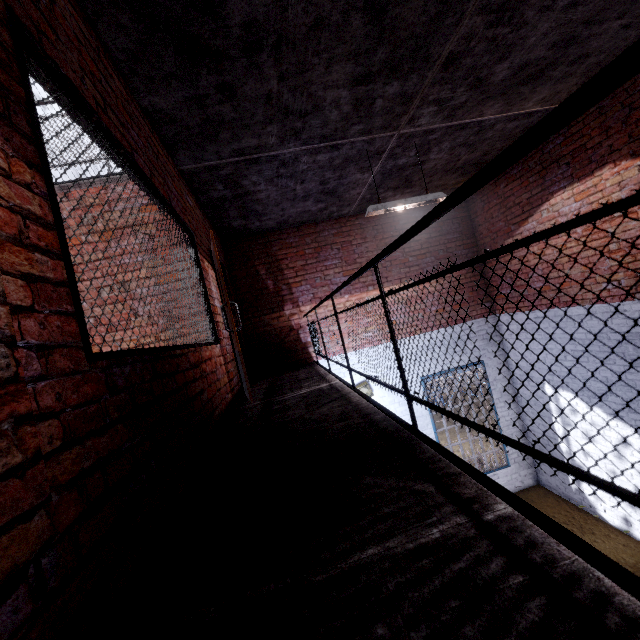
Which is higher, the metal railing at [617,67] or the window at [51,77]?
the window at [51,77]

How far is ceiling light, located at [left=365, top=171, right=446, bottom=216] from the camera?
4.45m

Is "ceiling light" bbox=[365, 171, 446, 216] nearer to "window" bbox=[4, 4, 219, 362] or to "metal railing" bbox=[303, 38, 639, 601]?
"metal railing" bbox=[303, 38, 639, 601]

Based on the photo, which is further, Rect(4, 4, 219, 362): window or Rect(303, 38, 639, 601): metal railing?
Rect(4, 4, 219, 362): window

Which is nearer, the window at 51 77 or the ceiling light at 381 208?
the window at 51 77

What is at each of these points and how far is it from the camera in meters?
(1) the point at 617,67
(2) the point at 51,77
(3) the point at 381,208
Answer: (1) metal railing, 0.5 m
(2) window, 1.5 m
(3) ceiling light, 4.4 m

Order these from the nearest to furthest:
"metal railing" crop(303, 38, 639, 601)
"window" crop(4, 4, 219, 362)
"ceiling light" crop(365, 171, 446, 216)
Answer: "metal railing" crop(303, 38, 639, 601), "window" crop(4, 4, 219, 362), "ceiling light" crop(365, 171, 446, 216)
